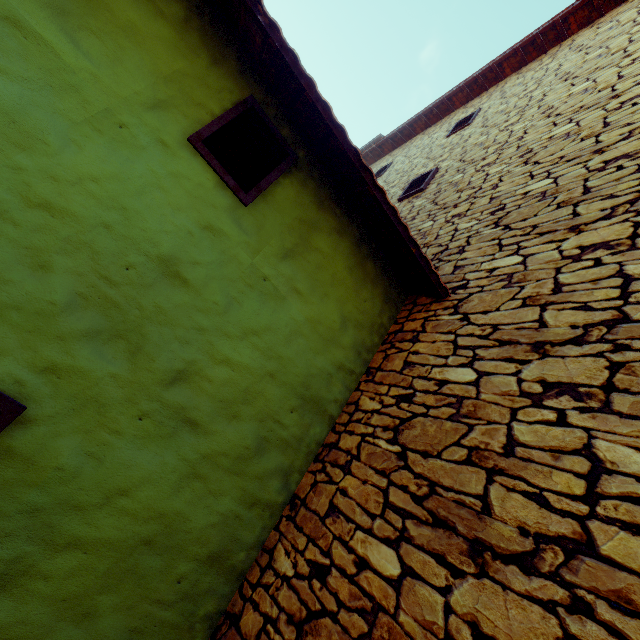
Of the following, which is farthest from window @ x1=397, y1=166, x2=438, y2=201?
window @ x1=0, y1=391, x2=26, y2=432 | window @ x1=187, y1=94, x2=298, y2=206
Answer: window @ x1=0, y1=391, x2=26, y2=432

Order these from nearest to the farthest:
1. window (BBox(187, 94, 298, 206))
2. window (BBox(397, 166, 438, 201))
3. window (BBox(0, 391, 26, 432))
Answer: window (BBox(0, 391, 26, 432)), window (BBox(187, 94, 298, 206)), window (BBox(397, 166, 438, 201))

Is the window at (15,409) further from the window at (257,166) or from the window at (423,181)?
the window at (423,181)

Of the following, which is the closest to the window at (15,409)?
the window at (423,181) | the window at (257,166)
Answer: the window at (257,166)

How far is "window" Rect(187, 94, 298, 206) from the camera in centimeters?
230cm

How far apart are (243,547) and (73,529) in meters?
1.1 m

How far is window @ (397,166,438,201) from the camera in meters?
5.7 m
